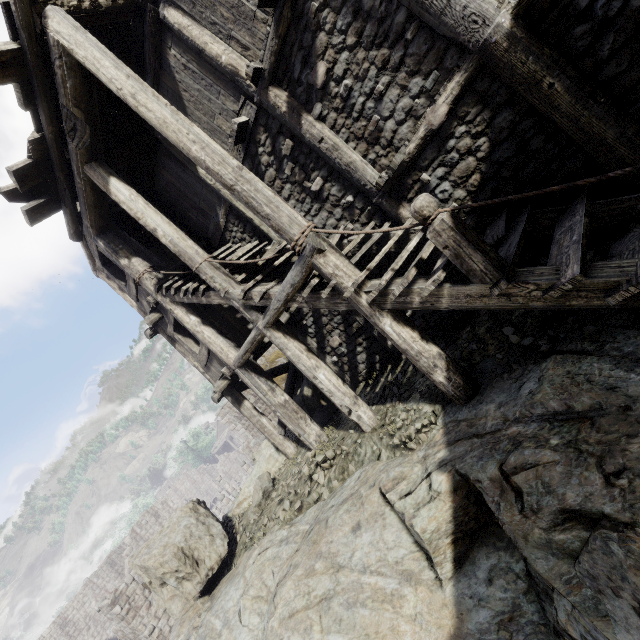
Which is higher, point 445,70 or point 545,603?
point 445,70

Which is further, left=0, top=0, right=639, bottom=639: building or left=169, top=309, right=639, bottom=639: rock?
left=0, top=0, right=639, bottom=639: building

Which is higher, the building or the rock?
the building

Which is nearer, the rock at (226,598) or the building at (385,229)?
the rock at (226,598)

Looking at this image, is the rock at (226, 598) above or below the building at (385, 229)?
below
